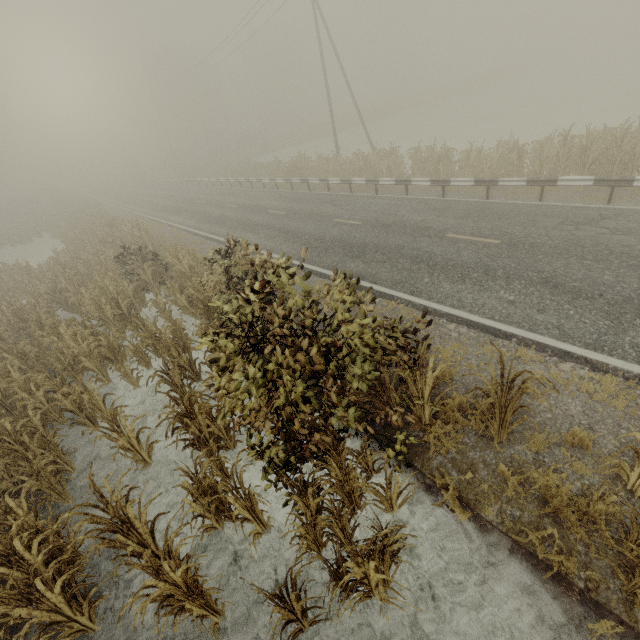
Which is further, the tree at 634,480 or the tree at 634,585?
the tree at 634,480

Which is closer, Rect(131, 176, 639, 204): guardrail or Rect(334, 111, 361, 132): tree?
Rect(131, 176, 639, 204): guardrail

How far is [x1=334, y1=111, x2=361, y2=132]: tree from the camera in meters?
47.5

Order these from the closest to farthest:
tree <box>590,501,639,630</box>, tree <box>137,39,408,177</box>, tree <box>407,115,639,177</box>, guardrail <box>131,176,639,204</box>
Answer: tree <box>590,501,639,630</box>, guardrail <box>131,176,639,204</box>, tree <box>407,115,639,177</box>, tree <box>137,39,408,177</box>

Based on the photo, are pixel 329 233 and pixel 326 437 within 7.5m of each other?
no

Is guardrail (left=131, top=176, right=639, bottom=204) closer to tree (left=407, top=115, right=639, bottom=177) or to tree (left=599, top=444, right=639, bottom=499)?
tree (left=407, top=115, right=639, bottom=177)

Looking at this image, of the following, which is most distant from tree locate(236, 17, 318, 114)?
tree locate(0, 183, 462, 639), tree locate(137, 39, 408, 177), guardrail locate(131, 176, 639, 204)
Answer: tree locate(0, 183, 462, 639)
